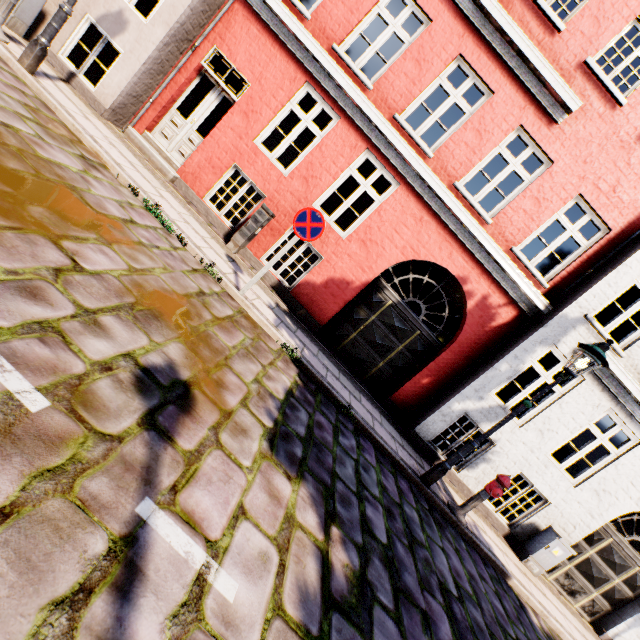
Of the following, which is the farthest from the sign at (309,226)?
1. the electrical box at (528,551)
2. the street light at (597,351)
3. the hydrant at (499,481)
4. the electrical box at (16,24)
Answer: the electrical box at (528,551)

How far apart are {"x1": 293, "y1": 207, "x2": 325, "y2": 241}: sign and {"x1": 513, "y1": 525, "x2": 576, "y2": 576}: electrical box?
8.5 meters

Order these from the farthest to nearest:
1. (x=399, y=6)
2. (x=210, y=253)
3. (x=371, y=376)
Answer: (x=399, y=6) → (x=371, y=376) → (x=210, y=253)

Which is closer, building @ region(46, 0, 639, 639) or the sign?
the sign

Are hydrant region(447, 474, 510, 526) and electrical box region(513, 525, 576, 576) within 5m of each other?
yes

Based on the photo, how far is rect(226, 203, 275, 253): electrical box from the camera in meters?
7.1

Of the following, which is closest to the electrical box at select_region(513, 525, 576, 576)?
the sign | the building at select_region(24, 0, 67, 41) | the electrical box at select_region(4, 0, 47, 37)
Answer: the building at select_region(24, 0, 67, 41)

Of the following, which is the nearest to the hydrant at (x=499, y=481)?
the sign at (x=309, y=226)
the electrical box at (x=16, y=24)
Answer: the sign at (x=309, y=226)
